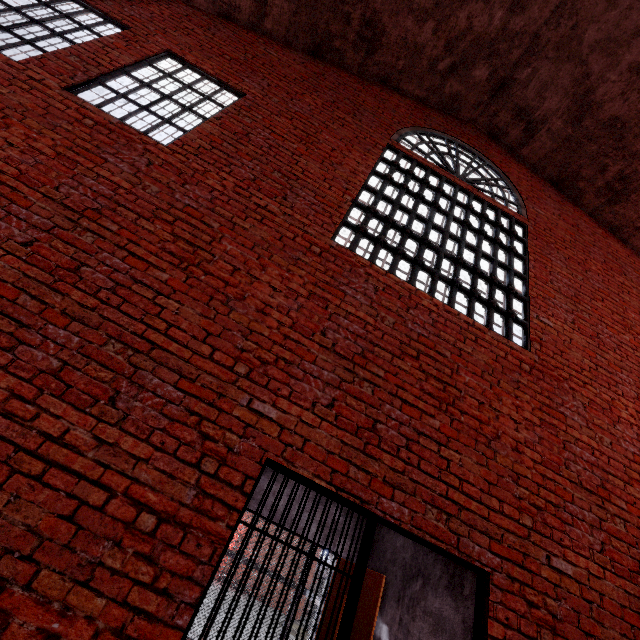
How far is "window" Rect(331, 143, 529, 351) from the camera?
4.32m

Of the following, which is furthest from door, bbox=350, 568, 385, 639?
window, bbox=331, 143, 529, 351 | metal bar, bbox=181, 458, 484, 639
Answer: window, bbox=331, 143, 529, 351

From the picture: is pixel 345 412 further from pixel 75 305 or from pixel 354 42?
pixel 354 42

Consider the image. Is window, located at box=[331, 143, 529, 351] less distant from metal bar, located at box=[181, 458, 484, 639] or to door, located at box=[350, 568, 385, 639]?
metal bar, located at box=[181, 458, 484, 639]

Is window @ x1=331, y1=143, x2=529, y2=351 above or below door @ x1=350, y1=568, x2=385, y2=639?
above

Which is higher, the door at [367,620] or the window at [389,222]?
the window at [389,222]

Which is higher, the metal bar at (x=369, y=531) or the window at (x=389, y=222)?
the window at (x=389, y=222)
